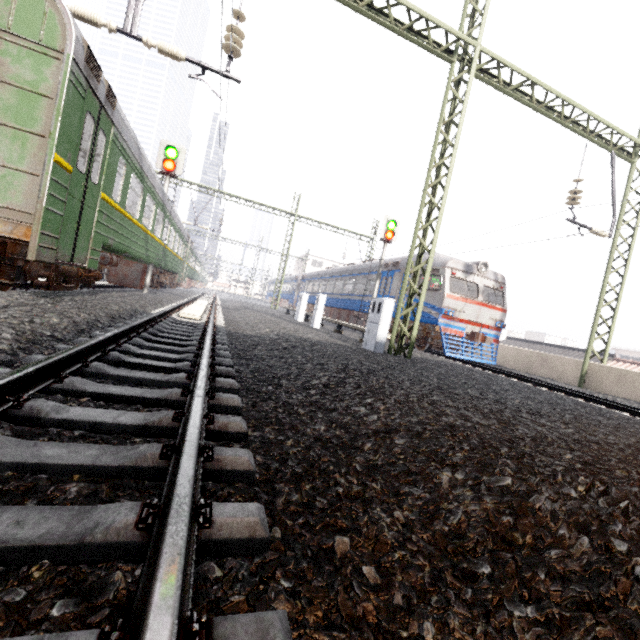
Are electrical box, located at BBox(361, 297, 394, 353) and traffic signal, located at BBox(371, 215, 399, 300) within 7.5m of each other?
yes

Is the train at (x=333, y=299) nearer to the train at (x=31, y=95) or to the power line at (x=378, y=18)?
the power line at (x=378, y=18)

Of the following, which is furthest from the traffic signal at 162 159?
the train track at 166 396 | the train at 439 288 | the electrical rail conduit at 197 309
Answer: the train at 439 288

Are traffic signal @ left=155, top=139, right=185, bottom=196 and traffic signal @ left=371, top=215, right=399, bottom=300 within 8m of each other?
no

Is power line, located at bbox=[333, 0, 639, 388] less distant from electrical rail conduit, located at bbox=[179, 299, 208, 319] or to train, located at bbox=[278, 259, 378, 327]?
train, located at bbox=[278, 259, 378, 327]

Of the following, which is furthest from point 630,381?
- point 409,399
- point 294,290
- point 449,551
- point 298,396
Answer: point 294,290

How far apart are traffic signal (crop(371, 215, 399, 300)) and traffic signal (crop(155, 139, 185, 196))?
9.0m

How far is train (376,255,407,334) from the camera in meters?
15.4
